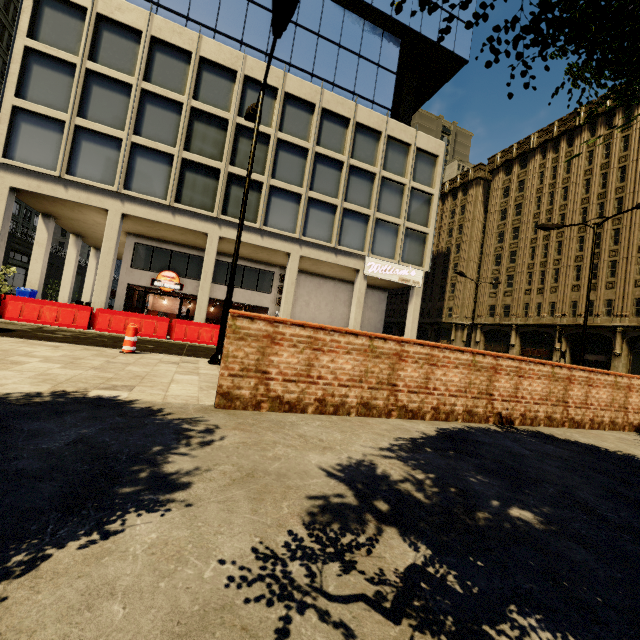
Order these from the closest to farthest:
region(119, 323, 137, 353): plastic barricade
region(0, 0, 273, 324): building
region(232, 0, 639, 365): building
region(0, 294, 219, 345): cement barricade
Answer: region(119, 323, 137, 353): plastic barricade
region(0, 294, 219, 345): cement barricade
region(0, 0, 273, 324): building
region(232, 0, 639, 365): building

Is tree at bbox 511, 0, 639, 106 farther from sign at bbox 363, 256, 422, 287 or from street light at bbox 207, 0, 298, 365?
sign at bbox 363, 256, 422, 287

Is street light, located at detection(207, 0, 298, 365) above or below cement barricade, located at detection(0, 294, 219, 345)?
above

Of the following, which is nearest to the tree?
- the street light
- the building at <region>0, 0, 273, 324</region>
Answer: the building at <region>0, 0, 273, 324</region>

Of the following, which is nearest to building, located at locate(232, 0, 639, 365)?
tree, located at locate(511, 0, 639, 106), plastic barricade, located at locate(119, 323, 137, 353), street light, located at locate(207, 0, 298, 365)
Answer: tree, located at locate(511, 0, 639, 106)

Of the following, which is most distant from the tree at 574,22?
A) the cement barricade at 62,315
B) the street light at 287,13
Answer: the cement barricade at 62,315

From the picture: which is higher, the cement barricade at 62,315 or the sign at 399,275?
the sign at 399,275

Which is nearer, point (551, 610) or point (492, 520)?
point (551, 610)
